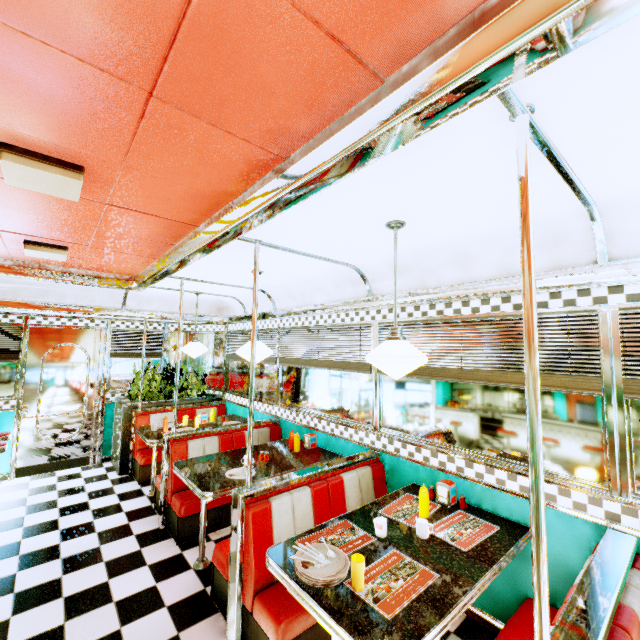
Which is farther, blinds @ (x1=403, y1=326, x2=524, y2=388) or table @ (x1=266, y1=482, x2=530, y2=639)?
blinds @ (x1=403, y1=326, x2=524, y2=388)

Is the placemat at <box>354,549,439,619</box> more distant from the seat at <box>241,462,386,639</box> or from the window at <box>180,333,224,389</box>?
the window at <box>180,333,224,389</box>

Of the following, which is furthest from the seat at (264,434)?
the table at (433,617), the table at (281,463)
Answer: the table at (433,617)

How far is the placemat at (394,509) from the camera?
2.46m

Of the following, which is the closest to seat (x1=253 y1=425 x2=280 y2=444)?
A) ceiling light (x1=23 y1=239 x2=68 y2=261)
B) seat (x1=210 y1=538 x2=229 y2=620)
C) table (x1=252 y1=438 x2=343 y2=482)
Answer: table (x1=252 y1=438 x2=343 y2=482)

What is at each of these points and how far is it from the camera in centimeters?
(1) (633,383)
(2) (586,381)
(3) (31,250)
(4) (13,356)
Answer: (1) blinds, 200cm
(2) blinds, 218cm
(3) ceiling light, 319cm
(4) blinds, 525cm

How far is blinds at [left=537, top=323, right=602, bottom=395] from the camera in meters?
2.2 m

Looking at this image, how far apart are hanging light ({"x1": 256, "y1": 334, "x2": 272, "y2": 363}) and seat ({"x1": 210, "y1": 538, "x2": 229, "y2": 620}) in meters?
1.3
